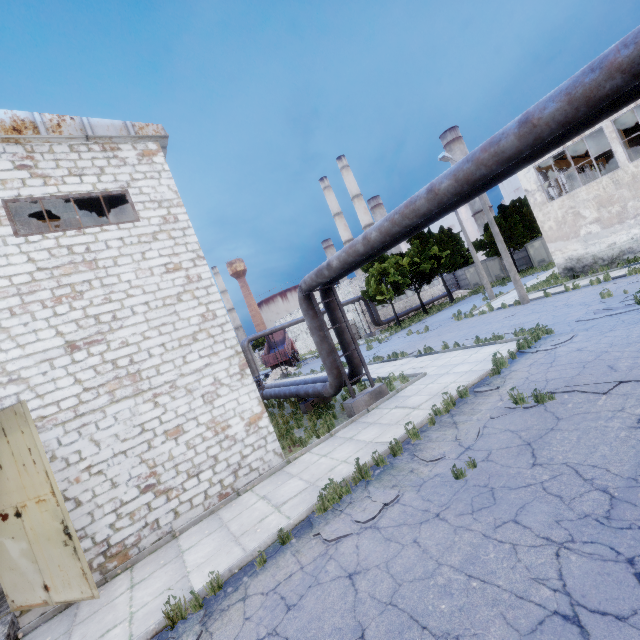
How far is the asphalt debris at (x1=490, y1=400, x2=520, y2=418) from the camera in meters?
7.3 m

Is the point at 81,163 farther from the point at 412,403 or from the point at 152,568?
the point at 412,403

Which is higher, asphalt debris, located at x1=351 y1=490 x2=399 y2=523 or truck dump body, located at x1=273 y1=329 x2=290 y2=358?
truck dump body, located at x1=273 y1=329 x2=290 y2=358

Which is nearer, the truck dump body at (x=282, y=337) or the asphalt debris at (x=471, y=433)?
the asphalt debris at (x=471, y=433)

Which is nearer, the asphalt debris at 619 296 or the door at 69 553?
the door at 69 553

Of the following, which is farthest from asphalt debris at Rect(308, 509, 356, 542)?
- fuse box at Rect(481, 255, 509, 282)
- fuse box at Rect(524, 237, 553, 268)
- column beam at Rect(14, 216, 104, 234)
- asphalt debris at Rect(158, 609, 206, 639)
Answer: fuse box at Rect(481, 255, 509, 282)

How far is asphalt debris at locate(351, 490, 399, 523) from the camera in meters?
5.6

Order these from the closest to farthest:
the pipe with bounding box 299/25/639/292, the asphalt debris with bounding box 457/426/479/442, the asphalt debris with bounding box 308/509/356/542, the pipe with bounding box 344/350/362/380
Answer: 1. the pipe with bounding box 299/25/639/292
2. the asphalt debris with bounding box 308/509/356/542
3. the asphalt debris with bounding box 457/426/479/442
4. the pipe with bounding box 344/350/362/380
